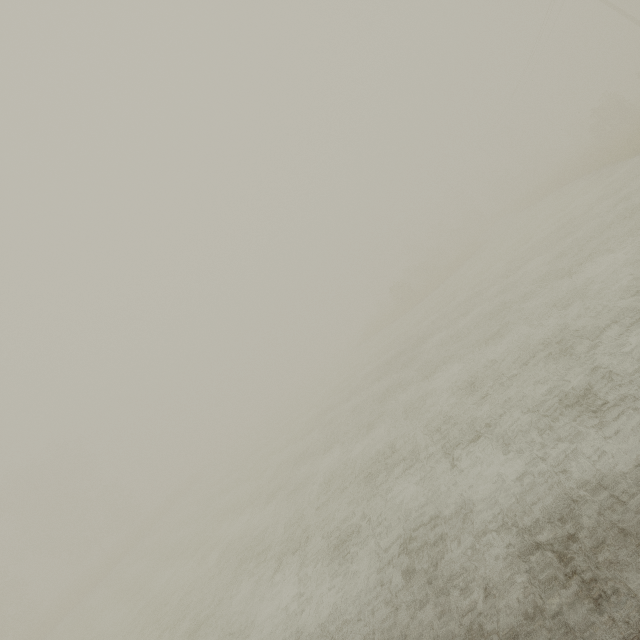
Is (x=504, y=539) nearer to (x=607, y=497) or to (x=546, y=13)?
(x=607, y=497)

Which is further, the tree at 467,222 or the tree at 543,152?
the tree at 543,152

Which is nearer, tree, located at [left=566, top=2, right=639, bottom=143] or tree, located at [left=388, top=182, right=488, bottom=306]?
tree, located at [left=566, top=2, right=639, bottom=143]

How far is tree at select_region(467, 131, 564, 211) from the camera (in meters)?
46.70

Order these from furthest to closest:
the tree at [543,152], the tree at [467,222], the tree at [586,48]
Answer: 1. the tree at [543,152]
2. the tree at [467,222]
3. the tree at [586,48]
